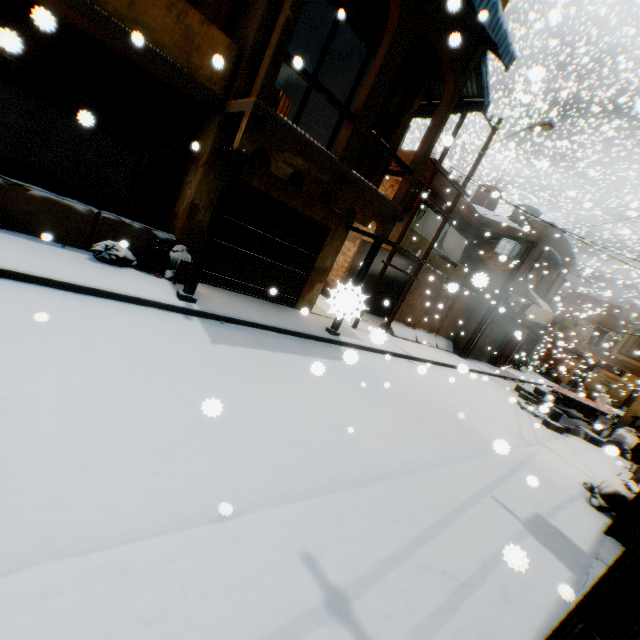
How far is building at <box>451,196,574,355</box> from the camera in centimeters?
1650cm

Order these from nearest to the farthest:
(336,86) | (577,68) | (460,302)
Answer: (336,86) → (460,302) → (577,68)

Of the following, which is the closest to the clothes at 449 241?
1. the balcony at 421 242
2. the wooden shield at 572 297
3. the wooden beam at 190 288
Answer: the balcony at 421 242

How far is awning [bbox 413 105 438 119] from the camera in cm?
1045

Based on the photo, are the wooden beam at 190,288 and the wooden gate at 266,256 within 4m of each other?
yes

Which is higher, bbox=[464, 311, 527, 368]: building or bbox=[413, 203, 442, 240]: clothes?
bbox=[413, 203, 442, 240]: clothes

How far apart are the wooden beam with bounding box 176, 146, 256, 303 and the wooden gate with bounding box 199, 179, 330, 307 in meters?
0.6

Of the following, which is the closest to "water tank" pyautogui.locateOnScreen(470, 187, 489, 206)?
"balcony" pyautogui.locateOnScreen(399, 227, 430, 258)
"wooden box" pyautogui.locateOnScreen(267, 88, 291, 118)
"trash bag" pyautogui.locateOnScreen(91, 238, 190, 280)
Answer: "balcony" pyautogui.locateOnScreen(399, 227, 430, 258)
